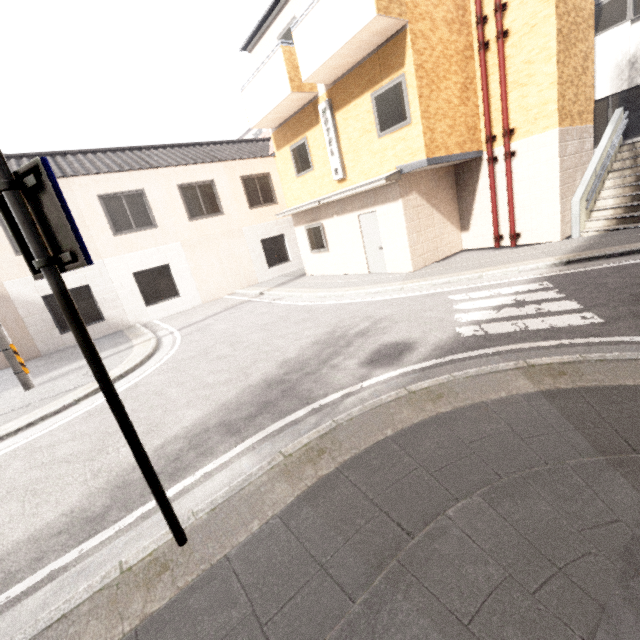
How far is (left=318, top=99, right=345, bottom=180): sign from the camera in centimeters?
1026cm

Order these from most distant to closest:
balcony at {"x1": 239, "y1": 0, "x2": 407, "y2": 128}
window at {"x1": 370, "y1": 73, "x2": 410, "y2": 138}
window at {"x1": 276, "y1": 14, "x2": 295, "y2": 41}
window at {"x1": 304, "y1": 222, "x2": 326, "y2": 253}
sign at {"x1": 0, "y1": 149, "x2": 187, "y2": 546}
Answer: window at {"x1": 304, "y1": 222, "x2": 326, "y2": 253}
window at {"x1": 276, "y1": 14, "x2": 295, "y2": 41}
window at {"x1": 370, "y1": 73, "x2": 410, "y2": 138}
balcony at {"x1": 239, "y1": 0, "x2": 407, "y2": 128}
sign at {"x1": 0, "y1": 149, "x2": 187, "y2": 546}

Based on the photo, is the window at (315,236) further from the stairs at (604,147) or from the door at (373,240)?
the stairs at (604,147)

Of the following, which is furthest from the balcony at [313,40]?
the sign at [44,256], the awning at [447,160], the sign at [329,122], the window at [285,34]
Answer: the sign at [44,256]

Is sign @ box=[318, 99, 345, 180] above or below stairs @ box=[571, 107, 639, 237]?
above

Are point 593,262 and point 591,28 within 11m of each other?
yes

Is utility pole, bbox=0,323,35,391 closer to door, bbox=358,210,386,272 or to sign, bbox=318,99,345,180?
sign, bbox=318,99,345,180

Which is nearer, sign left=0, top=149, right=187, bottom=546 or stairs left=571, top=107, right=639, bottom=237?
sign left=0, top=149, right=187, bottom=546
